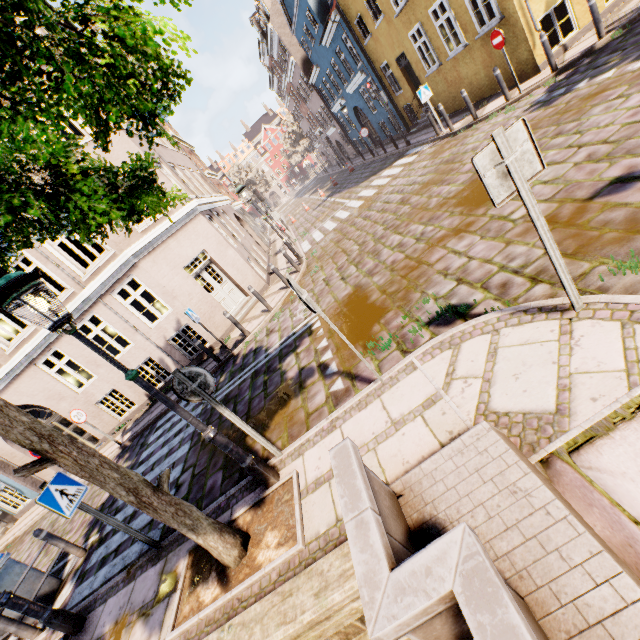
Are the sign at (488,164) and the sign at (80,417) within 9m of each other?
Result: no

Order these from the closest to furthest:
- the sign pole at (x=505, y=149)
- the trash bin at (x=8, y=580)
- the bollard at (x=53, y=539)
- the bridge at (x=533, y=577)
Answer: the bridge at (x=533, y=577) → the sign pole at (x=505, y=149) → the trash bin at (x=8, y=580) → the bollard at (x=53, y=539)

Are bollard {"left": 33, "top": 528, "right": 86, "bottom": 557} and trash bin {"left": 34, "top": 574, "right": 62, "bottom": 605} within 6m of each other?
yes

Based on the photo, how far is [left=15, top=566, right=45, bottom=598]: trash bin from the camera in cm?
614

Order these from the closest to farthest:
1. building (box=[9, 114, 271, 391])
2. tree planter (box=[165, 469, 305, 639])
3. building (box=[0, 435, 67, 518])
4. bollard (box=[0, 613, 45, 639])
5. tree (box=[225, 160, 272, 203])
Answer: tree planter (box=[165, 469, 305, 639]) → bollard (box=[0, 613, 45, 639]) → building (box=[9, 114, 271, 391]) → building (box=[0, 435, 67, 518]) → tree (box=[225, 160, 272, 203])

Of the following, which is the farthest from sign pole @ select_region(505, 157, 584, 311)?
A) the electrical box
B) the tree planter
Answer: the electrical box

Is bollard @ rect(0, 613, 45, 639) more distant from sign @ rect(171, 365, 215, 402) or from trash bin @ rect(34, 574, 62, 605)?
sign @ rect(171, 365, 215, 402)

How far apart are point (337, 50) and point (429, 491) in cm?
2606
